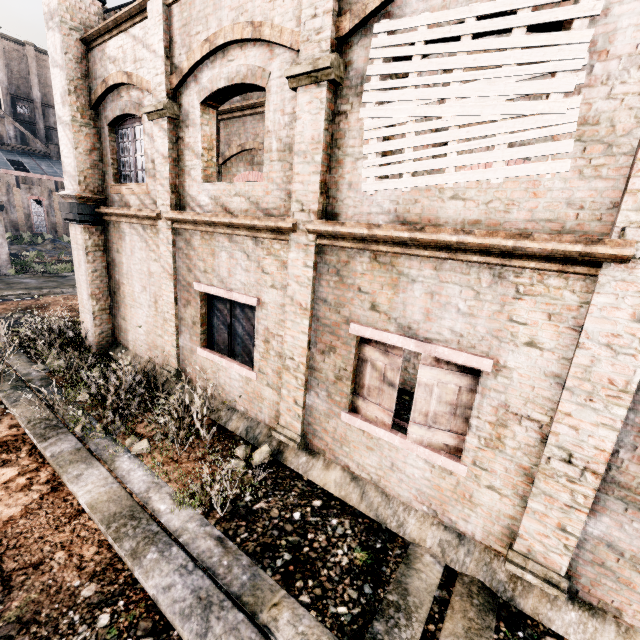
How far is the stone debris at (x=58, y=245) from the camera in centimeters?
4255cm

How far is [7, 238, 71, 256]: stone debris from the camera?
42.6m

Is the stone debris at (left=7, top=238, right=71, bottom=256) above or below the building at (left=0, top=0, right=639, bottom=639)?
below

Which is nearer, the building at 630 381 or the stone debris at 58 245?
the building at 630 381

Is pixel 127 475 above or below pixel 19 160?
below

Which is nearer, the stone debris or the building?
the building
